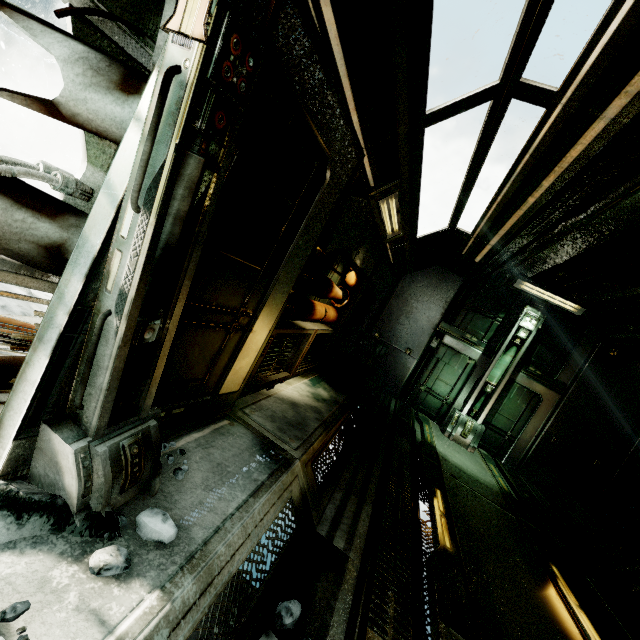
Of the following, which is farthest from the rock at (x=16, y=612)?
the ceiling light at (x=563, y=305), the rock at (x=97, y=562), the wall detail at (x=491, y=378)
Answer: the ceiling light at (x=563, y=305)

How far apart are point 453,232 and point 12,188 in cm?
631

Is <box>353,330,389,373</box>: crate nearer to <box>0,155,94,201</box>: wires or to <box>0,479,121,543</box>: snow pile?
<box>0,479,121,543</box>: snow pile

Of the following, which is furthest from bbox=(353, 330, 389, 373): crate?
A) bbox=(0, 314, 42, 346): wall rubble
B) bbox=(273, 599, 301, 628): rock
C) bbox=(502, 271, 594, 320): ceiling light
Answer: bbox=(273, 599, 301, 628): rock

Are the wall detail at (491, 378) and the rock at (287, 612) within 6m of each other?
no

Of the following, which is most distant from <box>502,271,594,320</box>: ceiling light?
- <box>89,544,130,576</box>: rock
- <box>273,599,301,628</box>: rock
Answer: <box>89,544,130,576</box>: rock

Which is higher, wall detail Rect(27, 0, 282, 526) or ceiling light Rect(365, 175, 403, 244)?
ceiling light Rect(365, 175, 403, 244)

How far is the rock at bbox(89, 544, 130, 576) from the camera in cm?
133
